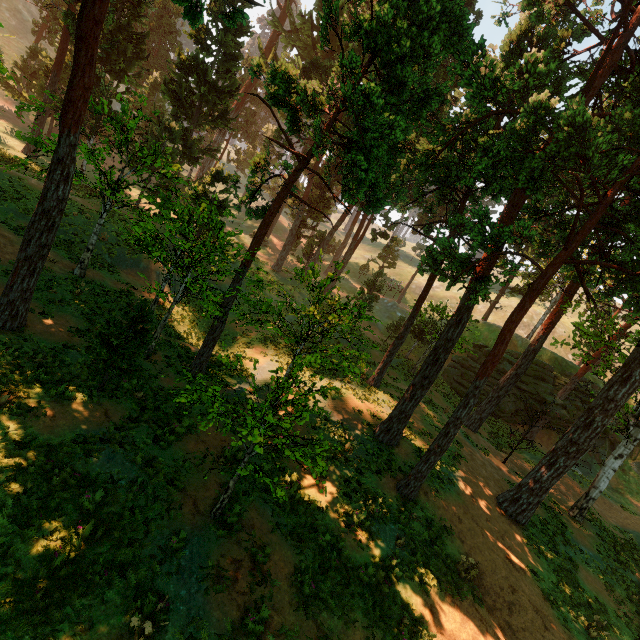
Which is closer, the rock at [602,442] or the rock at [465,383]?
the rock at [602,442]

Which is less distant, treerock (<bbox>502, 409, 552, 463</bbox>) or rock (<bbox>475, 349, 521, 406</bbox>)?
treerock (<bbox>502, 409, 552, 463</bbox>)

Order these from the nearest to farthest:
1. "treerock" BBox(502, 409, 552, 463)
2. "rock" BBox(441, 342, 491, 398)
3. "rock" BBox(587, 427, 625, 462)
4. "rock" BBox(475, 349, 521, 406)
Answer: "treerock" BBox(502, 409, 552, 463) < "rock" BBox(587, 427, 625, 462) < "rock" BBox(475, 349, 521, 406) < "rock" BBox(441, 342, 491, 398)

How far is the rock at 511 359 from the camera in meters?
31.7

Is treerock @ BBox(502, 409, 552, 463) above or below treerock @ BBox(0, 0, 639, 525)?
below

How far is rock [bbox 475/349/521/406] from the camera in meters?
31.7

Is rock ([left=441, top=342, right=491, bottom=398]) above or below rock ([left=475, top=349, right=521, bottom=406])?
below

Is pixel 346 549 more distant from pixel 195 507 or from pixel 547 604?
pixel 547 604
